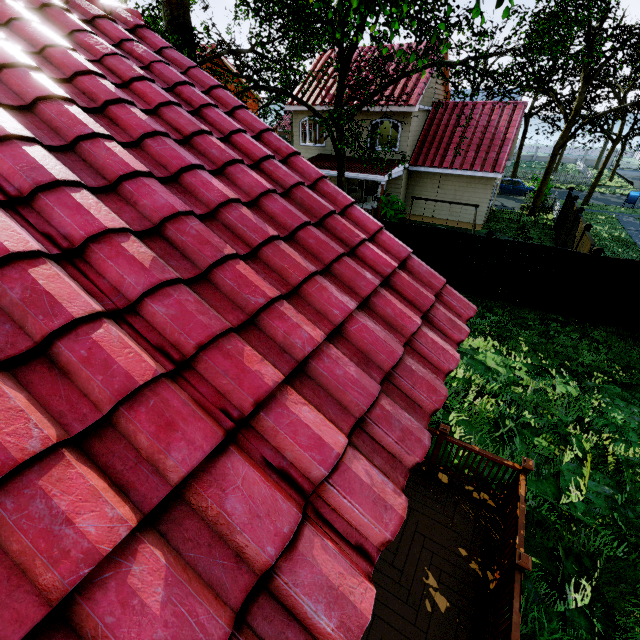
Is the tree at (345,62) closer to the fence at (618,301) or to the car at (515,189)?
the fence at (618,301)

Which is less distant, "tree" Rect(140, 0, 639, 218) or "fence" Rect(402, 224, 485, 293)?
"tree" Rect(140, 0, 639, 218)

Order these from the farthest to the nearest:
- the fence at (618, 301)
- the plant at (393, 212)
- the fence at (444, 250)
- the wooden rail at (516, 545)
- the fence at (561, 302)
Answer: the plant at (393, 212), the fence at (444, 250), the fence at (561, 302), the fence at (618, 301), the wooden rail at (516, 545)

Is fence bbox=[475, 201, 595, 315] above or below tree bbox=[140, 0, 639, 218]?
below

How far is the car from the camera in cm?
2870

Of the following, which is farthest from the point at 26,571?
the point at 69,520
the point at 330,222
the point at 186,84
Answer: the point at 186,84

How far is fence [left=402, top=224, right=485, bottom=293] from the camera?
11.4m

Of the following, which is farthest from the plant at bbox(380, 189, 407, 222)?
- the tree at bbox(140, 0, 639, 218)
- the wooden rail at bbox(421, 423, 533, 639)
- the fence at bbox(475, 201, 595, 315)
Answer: the wooden rail at bbox(421, 423, 533, 639)
